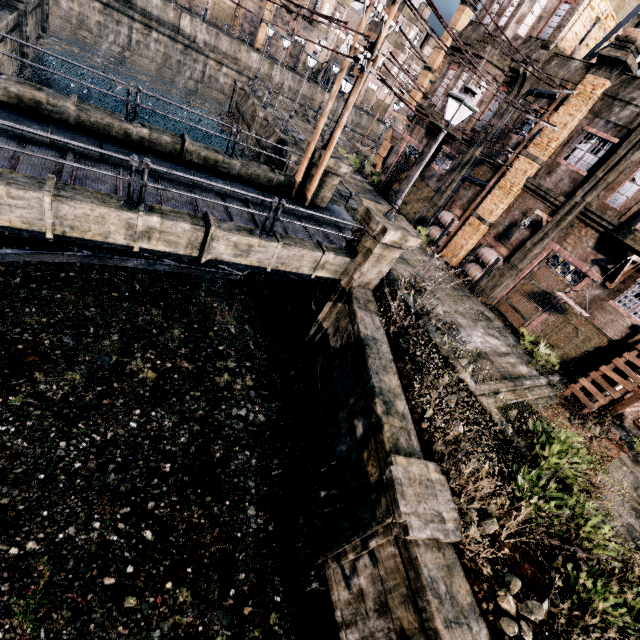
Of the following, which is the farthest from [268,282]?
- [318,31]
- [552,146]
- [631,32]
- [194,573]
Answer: [318,31]

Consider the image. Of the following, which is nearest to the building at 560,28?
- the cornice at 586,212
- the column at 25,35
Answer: the cornice at 586,212

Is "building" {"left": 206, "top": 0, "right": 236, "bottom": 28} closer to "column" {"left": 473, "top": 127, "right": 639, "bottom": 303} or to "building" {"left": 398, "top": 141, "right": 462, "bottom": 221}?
"building" {"left": 398, "top": 141, "right": 462, "bottom": 221}

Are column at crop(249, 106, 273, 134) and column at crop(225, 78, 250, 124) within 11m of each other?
yes

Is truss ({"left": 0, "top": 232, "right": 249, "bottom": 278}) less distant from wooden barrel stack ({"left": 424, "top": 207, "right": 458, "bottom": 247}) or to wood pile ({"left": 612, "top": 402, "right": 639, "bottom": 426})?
wooden barrel stack ({"left": 424, "top": 207, "right": 458, "bottom": 247})

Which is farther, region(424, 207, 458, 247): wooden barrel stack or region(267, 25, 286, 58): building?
region(267, 25, 286, 58): building

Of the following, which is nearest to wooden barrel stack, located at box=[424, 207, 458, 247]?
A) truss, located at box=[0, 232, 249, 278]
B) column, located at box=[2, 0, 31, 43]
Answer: truss, located at box=[0, 232, 249, 278]

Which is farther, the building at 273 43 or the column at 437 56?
the building at 273 43
